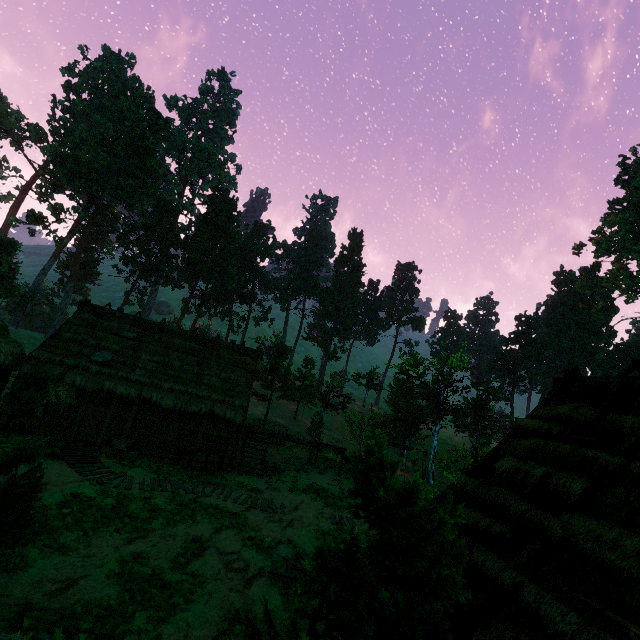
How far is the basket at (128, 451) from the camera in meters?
17.1

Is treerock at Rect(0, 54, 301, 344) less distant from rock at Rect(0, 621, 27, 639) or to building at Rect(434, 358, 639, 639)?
building at Rect(434, 358, 639, 639)

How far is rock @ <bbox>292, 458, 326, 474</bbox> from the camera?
22.0m

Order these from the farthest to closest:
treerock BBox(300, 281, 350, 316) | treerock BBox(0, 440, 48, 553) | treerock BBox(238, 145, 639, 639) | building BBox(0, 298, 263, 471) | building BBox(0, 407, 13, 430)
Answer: treerock BBox(300, 281, 350, 316), building BBox(0, 298, 263, 471), building BBox(0, 407, 13, 430), treerock BBox(0, 440, 48, 553), treerock BBox(238, 145, 639, 639)

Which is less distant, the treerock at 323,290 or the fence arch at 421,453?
the fence arch at 421,453

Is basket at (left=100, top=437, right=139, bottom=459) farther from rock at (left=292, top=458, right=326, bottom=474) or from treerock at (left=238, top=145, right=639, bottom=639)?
rock at (left=292, top=458, right=326, bottom=474)

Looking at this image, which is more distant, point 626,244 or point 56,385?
point 626,244

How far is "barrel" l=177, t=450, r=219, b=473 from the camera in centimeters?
1800cm
